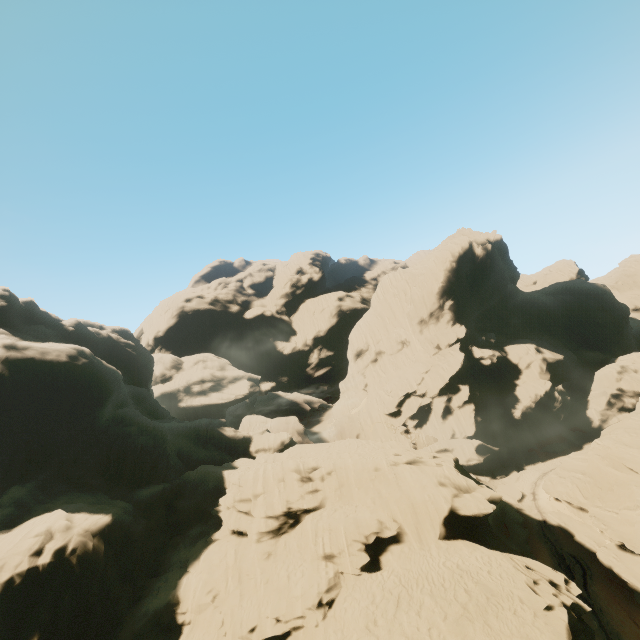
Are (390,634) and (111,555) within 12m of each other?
no
